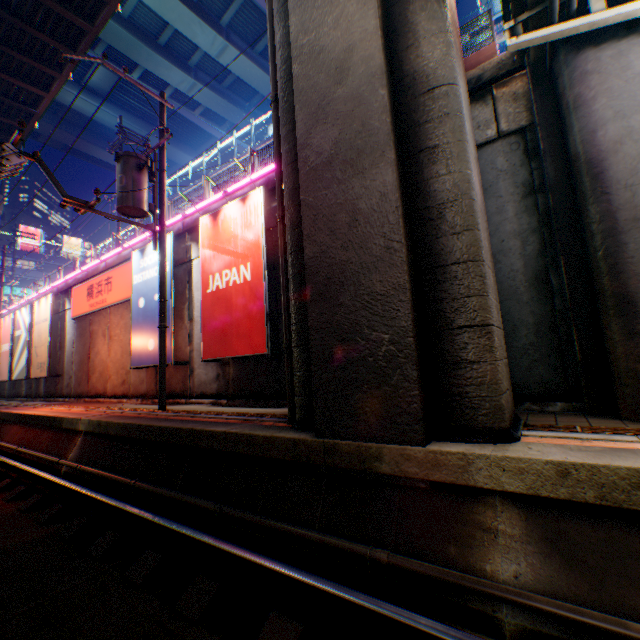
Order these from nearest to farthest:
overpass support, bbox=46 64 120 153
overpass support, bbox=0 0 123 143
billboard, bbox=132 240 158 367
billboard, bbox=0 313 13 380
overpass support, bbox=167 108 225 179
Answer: billboard, bbox=132 240 158 367
overpass support, bbox=0 0 123 143
billboard, bbox=0 313 13 380
overpass support, bbox=46 64 120 153
overpass support, bbox=167 108 225 179

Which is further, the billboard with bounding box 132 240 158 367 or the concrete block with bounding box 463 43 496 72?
the billboard with bounding box 132 240 158 367

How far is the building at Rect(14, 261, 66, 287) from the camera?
49.5 meters

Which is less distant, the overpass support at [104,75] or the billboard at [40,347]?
the billboard at [40,347]

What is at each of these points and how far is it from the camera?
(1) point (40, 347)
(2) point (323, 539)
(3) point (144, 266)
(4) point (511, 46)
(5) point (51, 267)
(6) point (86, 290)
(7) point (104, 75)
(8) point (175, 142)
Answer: (1) billboard, 17.5 meters
(2) pipe, 3.7 meters
(3) billboard, 11.6 meters
(4) bridge, 4.6 meters
(5) building, 53.3 meters
(6) sign, 15.8 meters
(7) overpass support, 32.8 meters
(8) overpass support, 42.3 meters

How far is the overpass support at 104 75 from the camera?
33.1m

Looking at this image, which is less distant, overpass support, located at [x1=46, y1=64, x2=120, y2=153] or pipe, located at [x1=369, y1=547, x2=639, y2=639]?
pipe, located at [x1=369, y1=547, x2=639, y2=639]

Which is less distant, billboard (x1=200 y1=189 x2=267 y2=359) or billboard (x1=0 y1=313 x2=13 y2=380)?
billboard (x1=200 y1=189 x2=267 y2=359)
